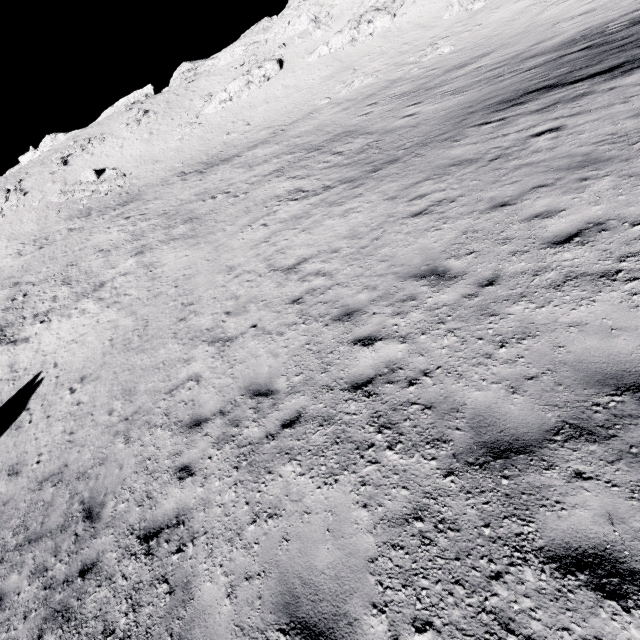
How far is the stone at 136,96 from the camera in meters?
58.2

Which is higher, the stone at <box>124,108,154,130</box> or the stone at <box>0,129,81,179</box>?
the stone at <box>0,129,81,179</box>

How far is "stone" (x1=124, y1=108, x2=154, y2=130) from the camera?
47.91m

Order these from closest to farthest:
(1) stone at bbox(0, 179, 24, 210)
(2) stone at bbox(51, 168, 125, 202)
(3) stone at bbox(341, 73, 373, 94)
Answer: (3) stone at bbox(341, 73, 373, 94)
(2) stone at bbox(51, 168, 125, 202)
(1) stone at bbox(0, 179, 24, 210)

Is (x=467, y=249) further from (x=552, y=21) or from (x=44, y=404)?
(x=552, y=21)

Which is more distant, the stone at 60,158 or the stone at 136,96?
the stone at 136,96

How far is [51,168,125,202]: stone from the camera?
40.03m

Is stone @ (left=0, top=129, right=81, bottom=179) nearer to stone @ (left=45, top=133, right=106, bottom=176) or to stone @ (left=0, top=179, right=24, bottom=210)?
stone @ (left=45, top=133, right=106, bottom=176)
